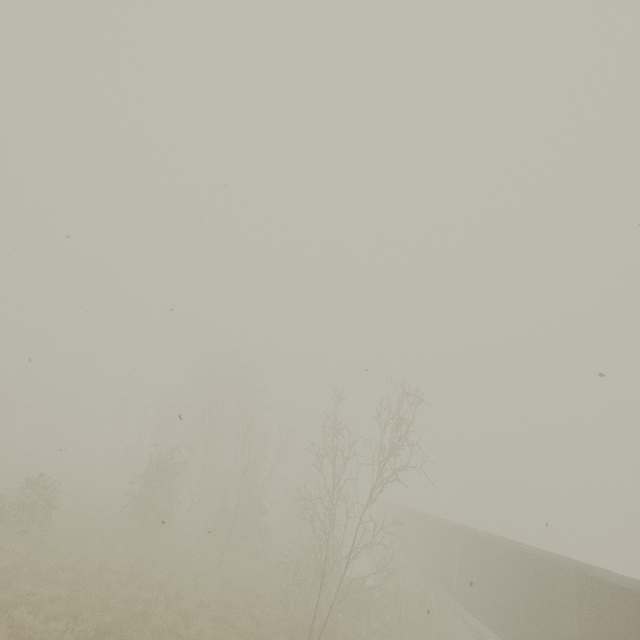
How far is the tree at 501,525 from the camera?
57.09m

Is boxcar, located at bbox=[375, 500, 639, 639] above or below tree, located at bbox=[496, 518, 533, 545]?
below

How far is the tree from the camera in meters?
57.1

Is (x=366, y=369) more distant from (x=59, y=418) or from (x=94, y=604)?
(x=59, y=418)

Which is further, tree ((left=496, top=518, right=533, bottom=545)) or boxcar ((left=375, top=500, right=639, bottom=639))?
tree ((left=496, top=518, right=533, bottom=545))

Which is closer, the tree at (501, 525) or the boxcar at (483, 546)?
the boxcar at (483, 546)
